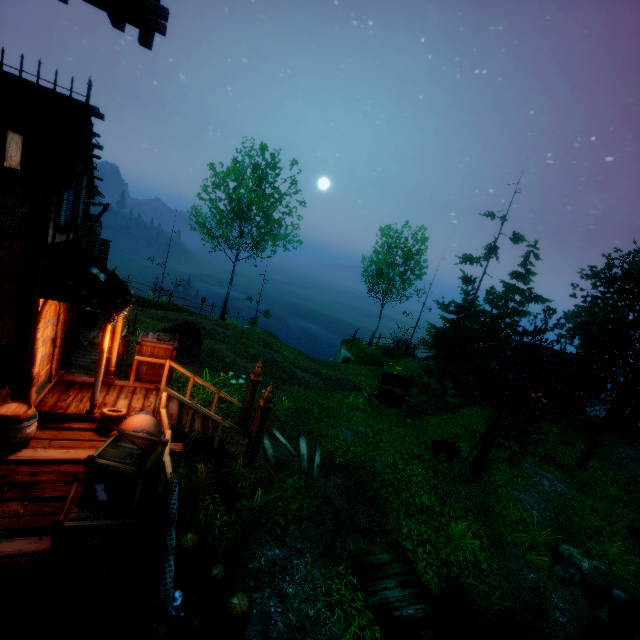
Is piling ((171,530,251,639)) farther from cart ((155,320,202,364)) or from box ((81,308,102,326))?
box ((81,308,102,326))

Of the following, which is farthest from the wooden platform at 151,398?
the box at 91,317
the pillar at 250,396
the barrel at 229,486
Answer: the box at 91,317

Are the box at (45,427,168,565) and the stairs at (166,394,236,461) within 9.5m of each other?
yes

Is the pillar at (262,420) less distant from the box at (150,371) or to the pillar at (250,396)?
the pillar at (250,396)

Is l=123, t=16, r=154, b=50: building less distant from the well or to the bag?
the bag

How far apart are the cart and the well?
9.84m

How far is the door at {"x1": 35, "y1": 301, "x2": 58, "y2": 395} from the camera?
7.0 meters

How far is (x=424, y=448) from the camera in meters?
14.2 m
